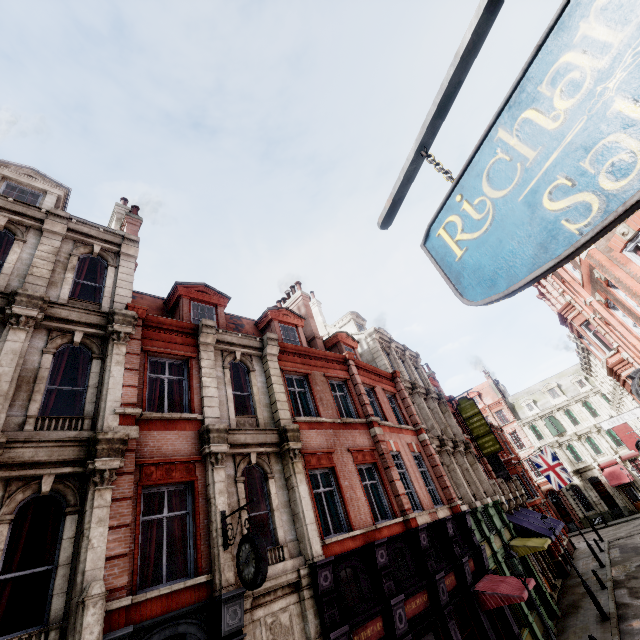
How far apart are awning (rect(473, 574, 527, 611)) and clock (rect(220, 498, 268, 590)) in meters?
10.5

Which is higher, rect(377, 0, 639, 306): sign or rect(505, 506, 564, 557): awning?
rect(377, 0, 639, 306): sign

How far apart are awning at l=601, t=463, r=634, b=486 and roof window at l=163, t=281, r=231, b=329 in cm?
5036

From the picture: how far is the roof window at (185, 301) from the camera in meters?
13.5

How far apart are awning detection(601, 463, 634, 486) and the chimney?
54.55m

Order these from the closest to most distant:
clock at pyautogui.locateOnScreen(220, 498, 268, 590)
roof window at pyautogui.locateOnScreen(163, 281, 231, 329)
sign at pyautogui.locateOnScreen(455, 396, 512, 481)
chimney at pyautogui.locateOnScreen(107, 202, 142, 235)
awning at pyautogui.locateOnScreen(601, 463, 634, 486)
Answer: clock at pyautogui.locateOnScreen(220, 498, 268, 590) → roof window at pyautogui.locateOnScreen(163, 281, 231, 329) → chimney at pyautogui.locateOnScreen(107, 202, 142, 235) → sign at pyautogui.locateOnScreen(455, 396, 512, 481) → awning at pyautogui.locateOnScreen(601, 463, 634, 486)

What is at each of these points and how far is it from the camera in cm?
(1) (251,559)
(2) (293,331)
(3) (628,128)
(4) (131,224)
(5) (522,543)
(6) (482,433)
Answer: (1) clock, 690
(2) roof window, 1752
(3) sign, 136
(4) chimney, 1628
(5) awning, 1884
(6) sign, 2383

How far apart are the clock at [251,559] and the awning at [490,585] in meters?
10.5 m
